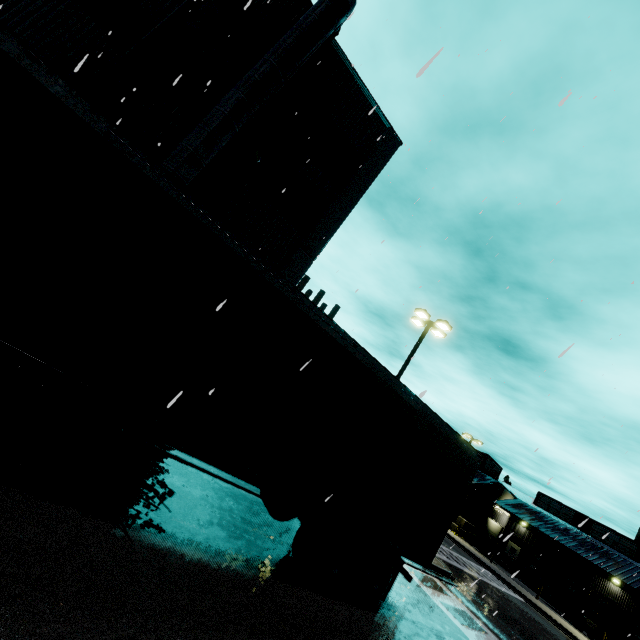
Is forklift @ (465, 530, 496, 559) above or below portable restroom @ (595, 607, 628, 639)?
below

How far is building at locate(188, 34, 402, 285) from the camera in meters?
12.1 m

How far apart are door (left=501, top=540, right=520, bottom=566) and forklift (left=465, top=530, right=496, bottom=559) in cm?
957

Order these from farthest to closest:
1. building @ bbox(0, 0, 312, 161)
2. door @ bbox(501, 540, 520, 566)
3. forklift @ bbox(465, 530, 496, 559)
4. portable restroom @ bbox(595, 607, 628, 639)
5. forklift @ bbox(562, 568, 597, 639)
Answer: door @ bbox(501, 540, 520, 566) < forklift @ bbox(465, 530, 496, 559) < portable restroom @ bbox(595, 607, 628, 639) < forklift @ bbox(562, 568, 597, 639) < building @ bbox(0, 0, 312, 161)

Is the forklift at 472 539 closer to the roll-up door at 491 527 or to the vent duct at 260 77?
the roll-up door at 491 527

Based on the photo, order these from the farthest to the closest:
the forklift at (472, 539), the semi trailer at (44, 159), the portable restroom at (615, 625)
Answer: the forklift at (472, 539)
the portable restroom at (615, 625)
the semi trailer at (44, 159)

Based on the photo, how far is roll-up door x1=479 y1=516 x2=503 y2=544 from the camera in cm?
4053

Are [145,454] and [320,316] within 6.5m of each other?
yes
